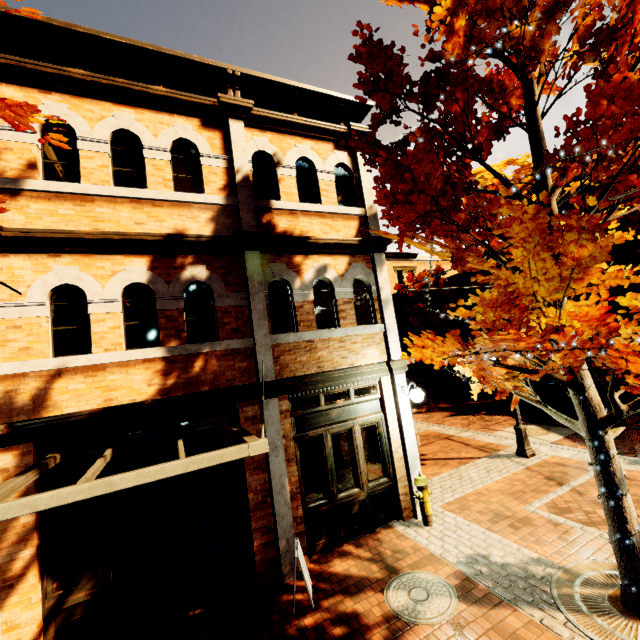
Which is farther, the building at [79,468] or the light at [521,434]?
the light at [521,434]

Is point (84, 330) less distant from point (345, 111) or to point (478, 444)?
point (345, 111)

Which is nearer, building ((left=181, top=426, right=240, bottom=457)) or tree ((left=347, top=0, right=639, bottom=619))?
tree ((left=347, top=0, right=639, bottom=619))

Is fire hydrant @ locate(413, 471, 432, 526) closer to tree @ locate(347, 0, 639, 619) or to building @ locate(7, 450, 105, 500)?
building @ locate(7, 450, 105, 500)

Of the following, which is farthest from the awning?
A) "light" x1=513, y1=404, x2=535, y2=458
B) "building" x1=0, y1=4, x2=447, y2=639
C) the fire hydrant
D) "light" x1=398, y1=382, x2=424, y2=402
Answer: "light" x1=513, y1=404, x2=535, y2=458

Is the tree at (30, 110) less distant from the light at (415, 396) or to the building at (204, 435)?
the building at (204, 435)

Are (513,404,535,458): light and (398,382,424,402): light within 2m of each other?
no

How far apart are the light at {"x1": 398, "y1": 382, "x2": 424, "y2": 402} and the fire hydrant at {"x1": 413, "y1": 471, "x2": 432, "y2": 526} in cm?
150
